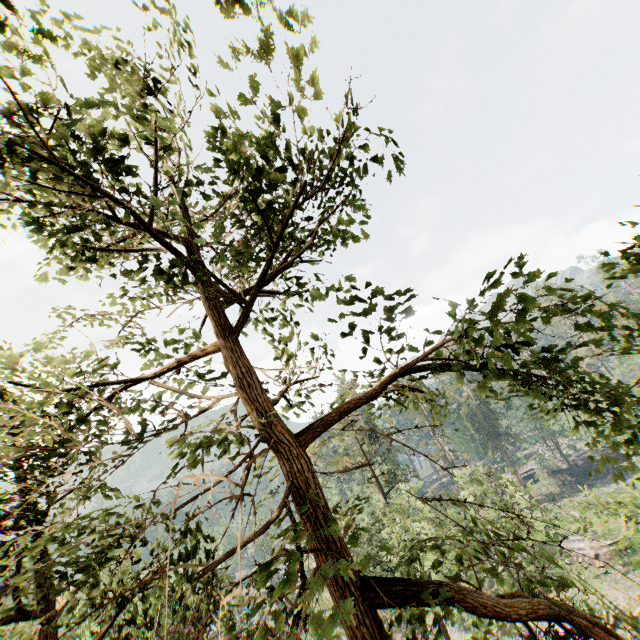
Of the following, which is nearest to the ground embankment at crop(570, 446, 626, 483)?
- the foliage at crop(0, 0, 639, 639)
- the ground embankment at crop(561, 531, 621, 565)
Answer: the foliage at crop(0, 0, 639, 639)

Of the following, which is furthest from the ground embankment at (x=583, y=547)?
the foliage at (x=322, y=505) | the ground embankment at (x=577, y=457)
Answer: the ground embankment at (x=577, y=457)

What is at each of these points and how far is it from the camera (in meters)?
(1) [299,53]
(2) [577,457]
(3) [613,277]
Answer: (1) foliage, 2.72
(2) ground embankment, 59.78
(3) foliage, 4.05

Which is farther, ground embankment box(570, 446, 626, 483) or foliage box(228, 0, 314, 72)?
ground embankment box(570, 446, 626, 483)

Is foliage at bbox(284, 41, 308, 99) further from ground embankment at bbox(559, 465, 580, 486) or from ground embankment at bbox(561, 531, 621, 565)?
ground embankment at bbox(559, 465, 580, 486)

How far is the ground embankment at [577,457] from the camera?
54.5m

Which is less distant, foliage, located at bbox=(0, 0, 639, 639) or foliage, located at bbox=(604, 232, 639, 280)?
foliage, located at bbox=(0, 0, 639, 639)
